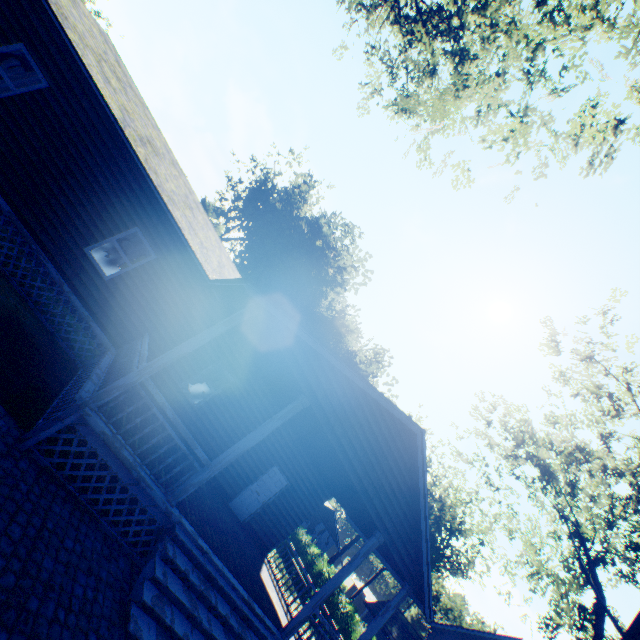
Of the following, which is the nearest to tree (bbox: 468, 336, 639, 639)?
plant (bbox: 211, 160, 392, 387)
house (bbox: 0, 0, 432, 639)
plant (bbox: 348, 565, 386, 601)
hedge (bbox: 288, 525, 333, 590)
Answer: house (bbox: 0, 0, 432, 639)

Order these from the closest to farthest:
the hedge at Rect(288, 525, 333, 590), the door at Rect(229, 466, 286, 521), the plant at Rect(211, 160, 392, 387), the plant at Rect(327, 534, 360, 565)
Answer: the door at Rect(229, 466, 286, 521) < the hedge at Rect(288, 525, 333, 590) < the plant at Rect(211, 160, 392, 387) < the plant at Rect(327, 534, 360, 565)

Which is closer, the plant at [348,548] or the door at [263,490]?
the door at [263,490]

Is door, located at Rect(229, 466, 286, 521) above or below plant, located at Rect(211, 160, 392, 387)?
below

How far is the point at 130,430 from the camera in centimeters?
705cm

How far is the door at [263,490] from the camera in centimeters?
1232cm

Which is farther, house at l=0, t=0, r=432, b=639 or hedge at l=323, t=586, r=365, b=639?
hedge at l=323, t=586, r=365, b=639

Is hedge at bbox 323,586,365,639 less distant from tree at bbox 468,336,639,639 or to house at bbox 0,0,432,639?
tree at bbox 468,336,639,639
